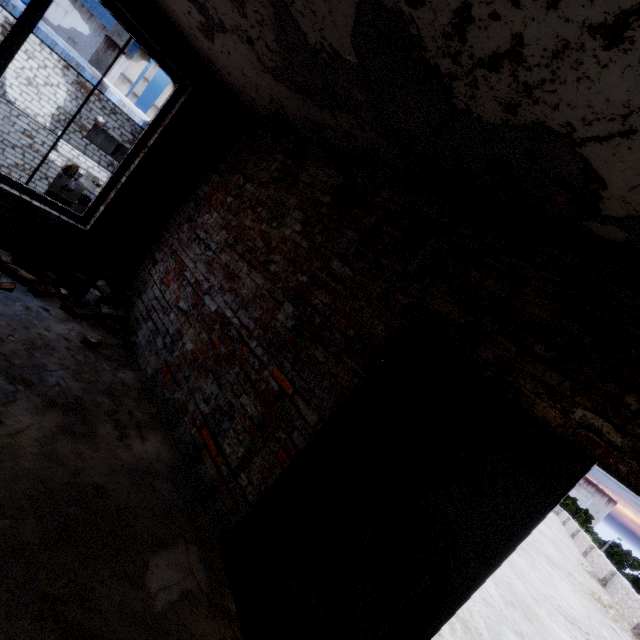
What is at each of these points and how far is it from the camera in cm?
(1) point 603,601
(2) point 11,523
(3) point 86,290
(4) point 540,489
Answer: (1) concrete debris, 971
(2) elevated walkway, 169
(3) brick, 395
(4) door, 147

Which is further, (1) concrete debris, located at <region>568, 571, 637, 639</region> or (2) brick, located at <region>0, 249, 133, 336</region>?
(1) concrete debris, located at <region>568, 571, 637, 639</region>

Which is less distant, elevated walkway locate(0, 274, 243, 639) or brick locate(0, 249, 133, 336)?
elevated walkway locate(0, 274, 243, 639)

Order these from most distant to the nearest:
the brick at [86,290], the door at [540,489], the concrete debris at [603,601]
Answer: the concrete debris at [603,601] → the brick at [86,290] → the door at [540,489]

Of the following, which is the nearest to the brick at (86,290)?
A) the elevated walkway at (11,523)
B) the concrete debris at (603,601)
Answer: the elevated walkway at (11,523)

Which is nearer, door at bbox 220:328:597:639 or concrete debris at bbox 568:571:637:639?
door at bbox 220:328:597:639

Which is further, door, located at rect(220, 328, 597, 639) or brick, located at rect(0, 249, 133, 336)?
brick, located at rect(0, 249, 133, 336)

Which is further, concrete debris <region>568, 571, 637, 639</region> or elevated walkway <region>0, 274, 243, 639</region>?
concrete debris <region>568, 571, 637, 639</region>
